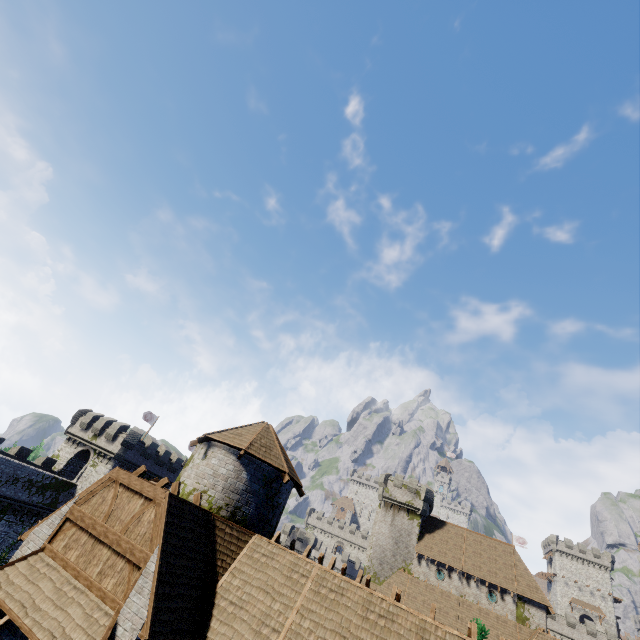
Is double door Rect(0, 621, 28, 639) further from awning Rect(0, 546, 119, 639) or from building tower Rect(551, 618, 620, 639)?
building tower Rect(551, 618, 620, 639)

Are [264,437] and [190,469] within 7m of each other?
yes

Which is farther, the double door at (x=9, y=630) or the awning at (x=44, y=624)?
the double door at (x=9, y=630)

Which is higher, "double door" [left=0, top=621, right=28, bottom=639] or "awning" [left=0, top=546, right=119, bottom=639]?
"awning" [left=0, top=546, right=119, bottom=639]

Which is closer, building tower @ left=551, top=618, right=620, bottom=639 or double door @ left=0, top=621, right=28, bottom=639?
double door @ left=0, top=621, right=28, bottom=639

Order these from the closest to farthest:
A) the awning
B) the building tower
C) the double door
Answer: the awning, the double door, the building tower

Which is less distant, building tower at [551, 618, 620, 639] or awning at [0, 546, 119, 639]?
awning at [0, 546, 119, 639]

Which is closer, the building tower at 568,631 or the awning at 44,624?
the awning at 44,624
